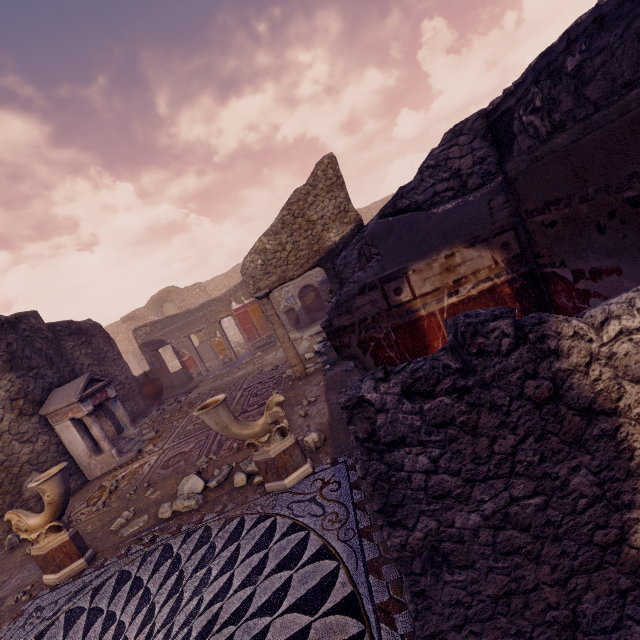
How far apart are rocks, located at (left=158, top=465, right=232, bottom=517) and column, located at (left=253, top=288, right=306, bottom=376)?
2.8 meters

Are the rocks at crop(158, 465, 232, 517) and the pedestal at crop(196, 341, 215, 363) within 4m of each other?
no

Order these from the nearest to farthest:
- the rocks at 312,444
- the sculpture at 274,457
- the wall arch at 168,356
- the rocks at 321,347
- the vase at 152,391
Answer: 1. the sculpture at 274,457
2. the rocks at 312,444
3. the rocks at 321,347
4. the vase at 152,391
5. the wall arch at 168,356

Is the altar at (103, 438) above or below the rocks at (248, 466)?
above

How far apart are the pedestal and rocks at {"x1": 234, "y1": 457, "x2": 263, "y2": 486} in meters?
14.2

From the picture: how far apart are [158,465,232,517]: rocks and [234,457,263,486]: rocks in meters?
0.3 m

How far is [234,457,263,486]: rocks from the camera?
4.07m

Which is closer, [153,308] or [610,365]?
[610,365]
